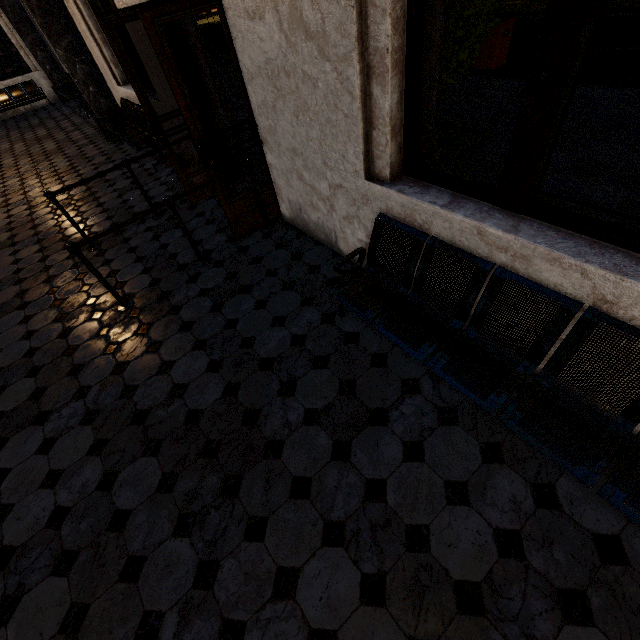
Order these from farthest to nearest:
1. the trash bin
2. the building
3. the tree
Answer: the trash bin
the tree
the building

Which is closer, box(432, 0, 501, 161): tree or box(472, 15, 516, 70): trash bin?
box(432, 0, 501, 161): tree

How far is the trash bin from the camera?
6.35m

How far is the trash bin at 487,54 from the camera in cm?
635

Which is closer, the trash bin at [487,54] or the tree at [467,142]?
the tree at [467,142]

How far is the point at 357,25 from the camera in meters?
1.9 m

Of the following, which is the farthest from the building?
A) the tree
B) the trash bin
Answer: the trash bin

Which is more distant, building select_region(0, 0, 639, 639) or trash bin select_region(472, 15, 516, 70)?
trash bin select_region(472, 15, 516, 70)
